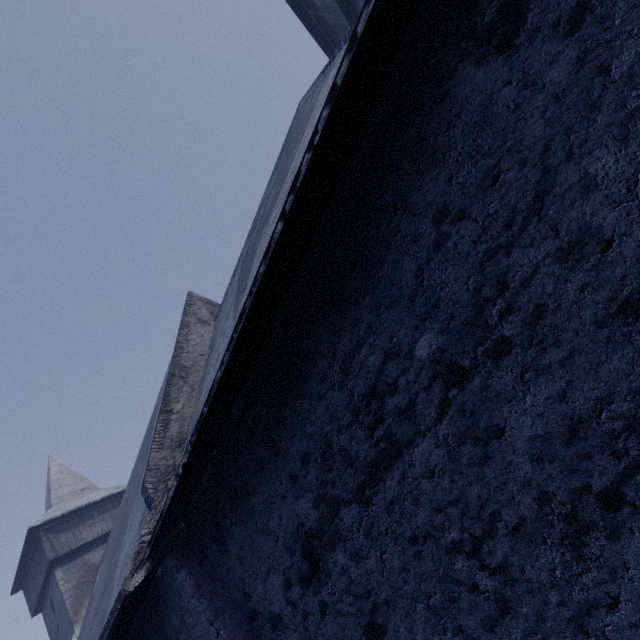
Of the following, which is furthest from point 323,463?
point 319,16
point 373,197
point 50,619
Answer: point 50,619
